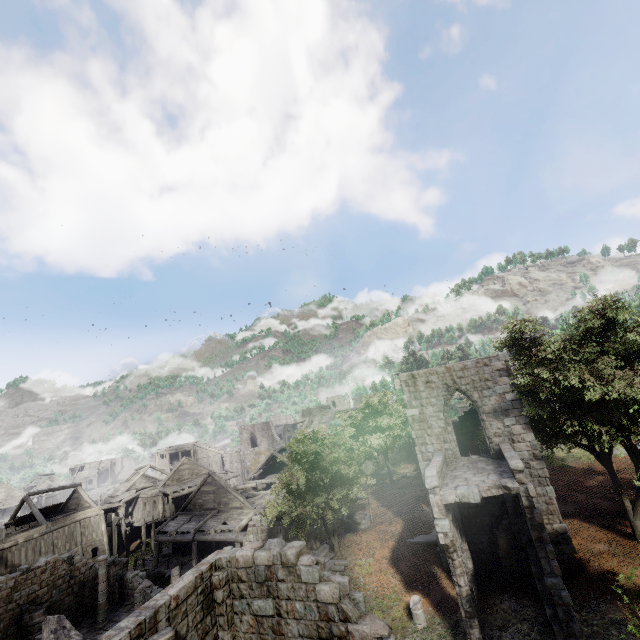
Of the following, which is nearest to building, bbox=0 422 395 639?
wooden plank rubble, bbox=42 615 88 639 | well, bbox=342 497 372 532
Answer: wooden plank rubble, bbox=42 615 88 639

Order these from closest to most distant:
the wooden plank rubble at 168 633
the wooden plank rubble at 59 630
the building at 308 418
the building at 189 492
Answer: the wooden plank rubble at 59 630, the wooden plank rubble at 168 633, the building at 189 492, the building at 308 418

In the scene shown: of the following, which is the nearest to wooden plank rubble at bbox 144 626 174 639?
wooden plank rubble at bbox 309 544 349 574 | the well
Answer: wooden plank rubble at bbox 309 544 349 574

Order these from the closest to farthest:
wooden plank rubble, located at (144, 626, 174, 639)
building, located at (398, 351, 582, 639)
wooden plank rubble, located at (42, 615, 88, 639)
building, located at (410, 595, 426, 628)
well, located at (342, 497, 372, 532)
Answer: wooden plank rubble, located at (42, 615, 88, 639), wooden plank rubble, located at (144, 626, 174, 639), building, located at (398, 351, 582, 639), building, located at (410, 595, 426, 628), well, located at (342, 497, 372, 532)

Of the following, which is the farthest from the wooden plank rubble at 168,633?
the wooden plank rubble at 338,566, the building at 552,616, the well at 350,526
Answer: the well at 350,526

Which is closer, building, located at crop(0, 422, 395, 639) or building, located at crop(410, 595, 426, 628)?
building, located at crop(0, 422, 395, 639)

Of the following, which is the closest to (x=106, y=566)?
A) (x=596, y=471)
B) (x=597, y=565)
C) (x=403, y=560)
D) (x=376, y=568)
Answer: (x=376, y=568)

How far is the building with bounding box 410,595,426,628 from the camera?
13.8 meters
